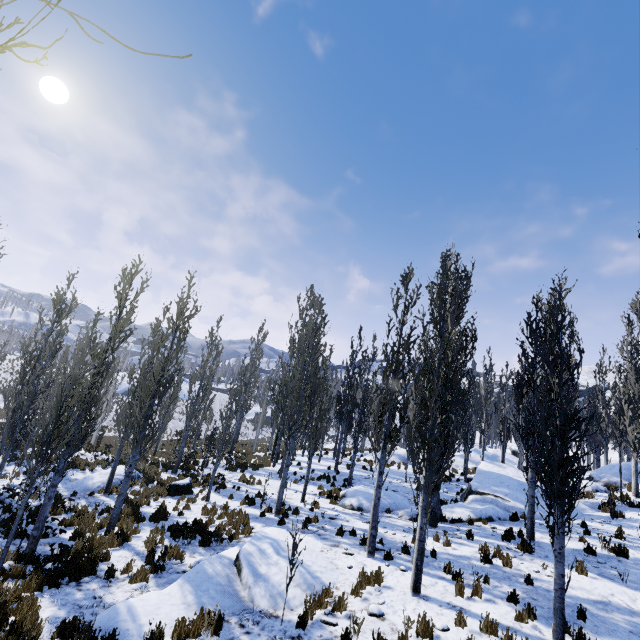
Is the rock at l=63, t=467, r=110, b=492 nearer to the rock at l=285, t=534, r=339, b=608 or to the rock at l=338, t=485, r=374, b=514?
the rock at l=285, t=534, r=339, b=608

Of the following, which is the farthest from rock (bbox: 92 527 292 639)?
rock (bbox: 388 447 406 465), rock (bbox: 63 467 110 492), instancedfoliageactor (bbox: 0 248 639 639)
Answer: rock (bbox: 388 447 406 465)

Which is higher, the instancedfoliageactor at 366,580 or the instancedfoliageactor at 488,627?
the instancedfoliageactor at 488,627

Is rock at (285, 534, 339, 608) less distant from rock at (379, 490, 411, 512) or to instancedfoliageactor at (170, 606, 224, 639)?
instancedfoliageactor at (170, 606, 224, 639)

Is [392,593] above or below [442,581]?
below

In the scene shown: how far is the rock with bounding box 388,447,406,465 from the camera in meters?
28.2

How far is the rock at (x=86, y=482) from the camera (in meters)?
16.74

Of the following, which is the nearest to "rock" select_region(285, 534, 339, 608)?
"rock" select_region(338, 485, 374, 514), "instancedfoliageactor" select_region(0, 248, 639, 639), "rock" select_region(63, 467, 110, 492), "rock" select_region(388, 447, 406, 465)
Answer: "instancedfoliageactor" select_region(0, 248, 639, 639)
